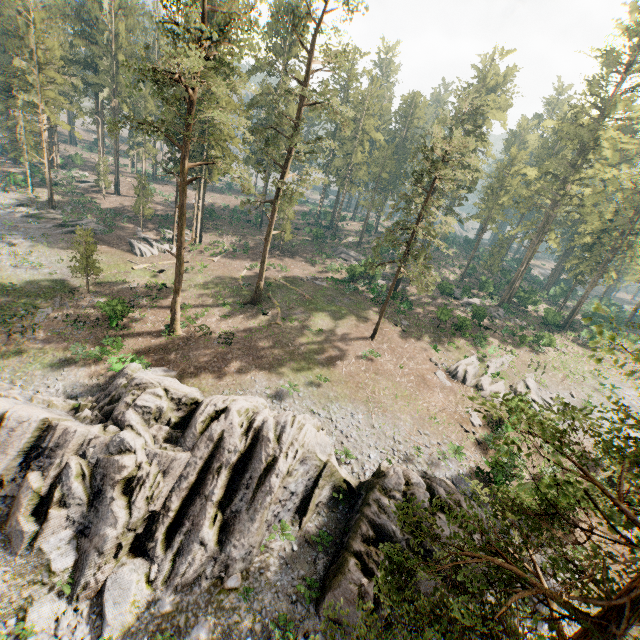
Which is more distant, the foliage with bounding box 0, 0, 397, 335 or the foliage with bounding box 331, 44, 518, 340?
the foliage with bounding box 331, 44, 518, 340

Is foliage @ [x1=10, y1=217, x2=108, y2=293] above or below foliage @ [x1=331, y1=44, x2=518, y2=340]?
Result: below

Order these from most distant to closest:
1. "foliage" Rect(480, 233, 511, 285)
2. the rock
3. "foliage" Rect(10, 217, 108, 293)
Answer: "foliage" Rect(480, 233, 511, 285) → "foliage" Rect(10, 217, 108, 293) → the rock

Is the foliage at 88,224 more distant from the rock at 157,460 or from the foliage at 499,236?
the rock at 157,460

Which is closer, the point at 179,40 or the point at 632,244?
the point at 179,40

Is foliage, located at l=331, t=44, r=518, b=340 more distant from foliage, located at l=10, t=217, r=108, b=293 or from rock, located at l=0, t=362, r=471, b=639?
rock, located at l=0, t=362, r=471, b=639

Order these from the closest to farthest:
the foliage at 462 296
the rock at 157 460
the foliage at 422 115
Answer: the rock at 157 460 → the foliage at 462 296 → the foliage at 422 115

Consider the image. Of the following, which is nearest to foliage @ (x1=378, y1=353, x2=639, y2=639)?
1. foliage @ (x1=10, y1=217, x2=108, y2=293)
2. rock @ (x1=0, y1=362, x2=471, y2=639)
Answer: foliage @ (x1=10, y1=217, x2=108, y2=293)
